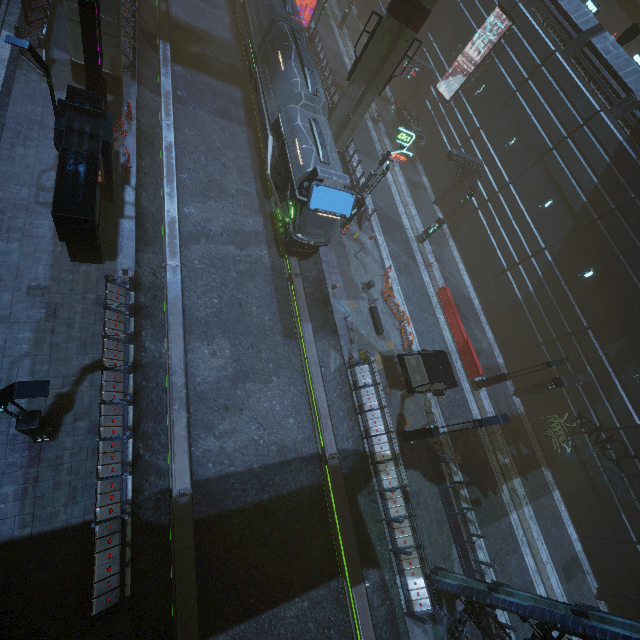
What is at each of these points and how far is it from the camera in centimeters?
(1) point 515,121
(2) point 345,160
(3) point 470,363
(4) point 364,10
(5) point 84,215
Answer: (1) building, 2427cm
(2) building, 2477cm
(3) barrier, 2178cm
(4) building, 3978cm
(5) building, 1028cm

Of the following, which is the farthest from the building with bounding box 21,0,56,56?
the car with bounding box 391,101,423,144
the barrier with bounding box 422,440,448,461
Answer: the barrier with bounding box 422,440,448,461

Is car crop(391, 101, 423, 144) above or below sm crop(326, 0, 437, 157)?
below

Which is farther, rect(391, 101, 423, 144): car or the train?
rect(391, 101, 423, 144): car

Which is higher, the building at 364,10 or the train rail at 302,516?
the building at 364,10

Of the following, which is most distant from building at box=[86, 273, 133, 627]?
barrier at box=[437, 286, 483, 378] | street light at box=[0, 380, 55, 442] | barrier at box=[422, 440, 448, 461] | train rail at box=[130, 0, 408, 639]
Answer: barrier at box=[437, 286, 483, 378]

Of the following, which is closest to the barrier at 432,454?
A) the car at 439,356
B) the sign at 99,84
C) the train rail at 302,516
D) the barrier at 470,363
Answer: the car at 439,356

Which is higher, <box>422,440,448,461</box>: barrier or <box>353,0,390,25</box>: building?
<box>353,0,390,25</box>: building
